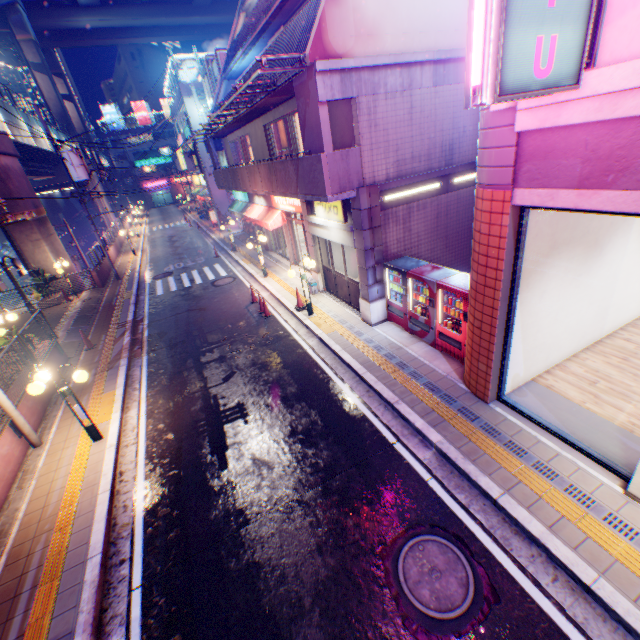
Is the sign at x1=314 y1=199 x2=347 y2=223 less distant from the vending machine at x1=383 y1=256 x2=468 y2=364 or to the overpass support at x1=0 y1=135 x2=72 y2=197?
the vending machine at x1=383 y1=256 x2=468 y2=364

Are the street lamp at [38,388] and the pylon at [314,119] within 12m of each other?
yes

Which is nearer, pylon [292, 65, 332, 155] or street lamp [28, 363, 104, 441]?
street lamp [28, 363, 104, 441]

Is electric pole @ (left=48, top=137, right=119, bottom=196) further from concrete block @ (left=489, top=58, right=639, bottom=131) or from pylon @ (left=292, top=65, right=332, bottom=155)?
concrete block @ (left=489, top=58, right=639, bottom=131)

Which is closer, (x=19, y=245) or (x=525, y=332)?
(x=525, y=332)

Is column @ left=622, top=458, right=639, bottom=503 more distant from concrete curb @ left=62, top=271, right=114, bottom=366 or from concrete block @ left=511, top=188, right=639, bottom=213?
concrete curb @ left=62, top=271, right=114, bottom=366

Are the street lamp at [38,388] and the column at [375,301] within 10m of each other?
yes

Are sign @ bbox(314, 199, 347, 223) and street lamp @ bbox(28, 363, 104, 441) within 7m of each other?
no
